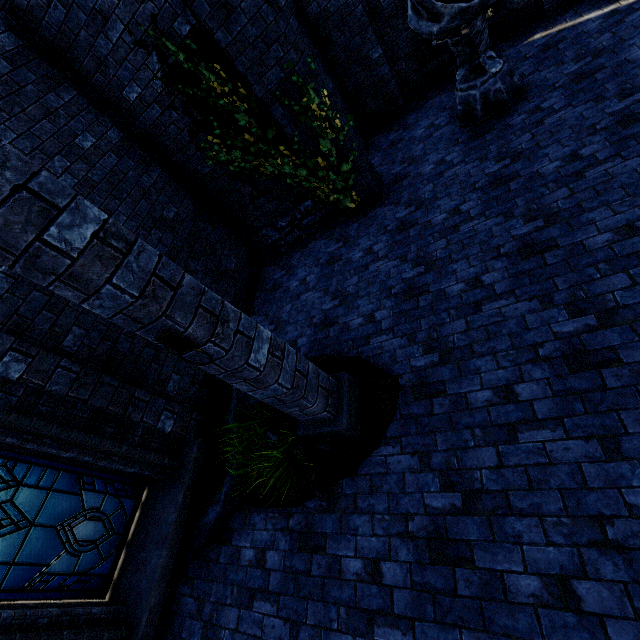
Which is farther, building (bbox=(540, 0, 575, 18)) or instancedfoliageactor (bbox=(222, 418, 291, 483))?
building (bbox=(540, 0, 575, 18))

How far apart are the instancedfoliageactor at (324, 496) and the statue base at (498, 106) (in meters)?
6.40

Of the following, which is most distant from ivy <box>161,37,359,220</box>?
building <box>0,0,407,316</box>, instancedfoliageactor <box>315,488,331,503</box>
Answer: instancedfoliageactor <box>315,488,331,503</box>

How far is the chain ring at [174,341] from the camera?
2.39m

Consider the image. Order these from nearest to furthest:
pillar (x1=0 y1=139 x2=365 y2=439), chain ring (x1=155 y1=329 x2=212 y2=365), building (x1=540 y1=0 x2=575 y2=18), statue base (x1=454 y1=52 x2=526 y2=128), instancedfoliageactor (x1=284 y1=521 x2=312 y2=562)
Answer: pillar (x1=0 y1=139 x2=365 y2=439) → chain ring (x1=155 y1=329 x2=212 y2=365) → instancedfoliageactor (x1=284 y1=521 x2=312 y2=562) → statue base (x1=454 y1=52 x2=526 y2=128) → building (x1=540 y1=0 x2=575 y2=18)

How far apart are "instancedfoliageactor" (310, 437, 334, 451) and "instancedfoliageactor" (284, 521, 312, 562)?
0.7 meters

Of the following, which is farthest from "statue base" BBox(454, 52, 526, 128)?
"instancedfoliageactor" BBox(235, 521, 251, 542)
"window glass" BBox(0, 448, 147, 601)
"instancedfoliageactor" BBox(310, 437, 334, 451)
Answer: "window glass" BBox(0, 448, 147, 601)

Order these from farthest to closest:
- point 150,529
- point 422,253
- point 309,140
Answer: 1. point 309,140
2. point 422,253
3. point 150,529
